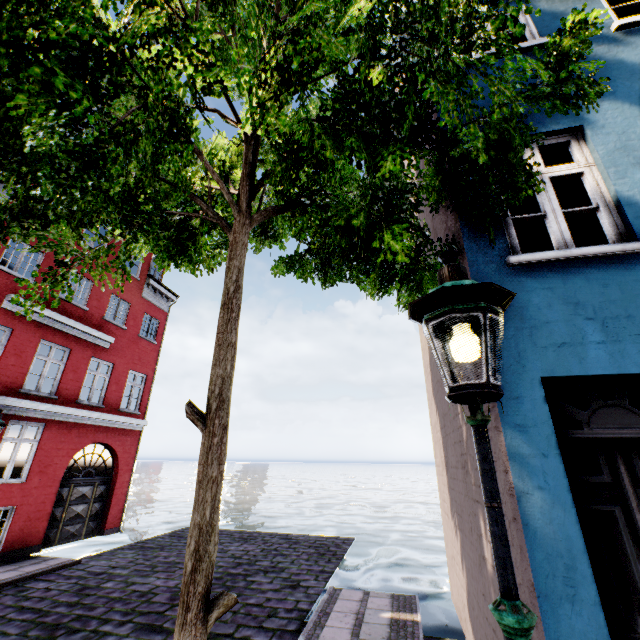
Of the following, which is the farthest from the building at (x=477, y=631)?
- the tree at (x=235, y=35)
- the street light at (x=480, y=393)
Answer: the street light at (x=480, y=393)

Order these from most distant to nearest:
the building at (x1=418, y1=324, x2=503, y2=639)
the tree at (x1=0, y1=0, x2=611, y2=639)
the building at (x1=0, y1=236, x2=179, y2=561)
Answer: the building at (x1=0, y1=236, x2=179, y2=561)
the building at (x1=418, y1=324, x2=503, y2=639)
the tree at (x1=0, y1=0, x2=611, y2=639)

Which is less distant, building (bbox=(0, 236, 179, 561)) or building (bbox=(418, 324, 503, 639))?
building (bbox=(418, 324, 503, 639))

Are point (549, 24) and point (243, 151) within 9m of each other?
yes

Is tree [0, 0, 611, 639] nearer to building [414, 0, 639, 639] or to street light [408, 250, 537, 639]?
building [414, 0, 639, 639]
